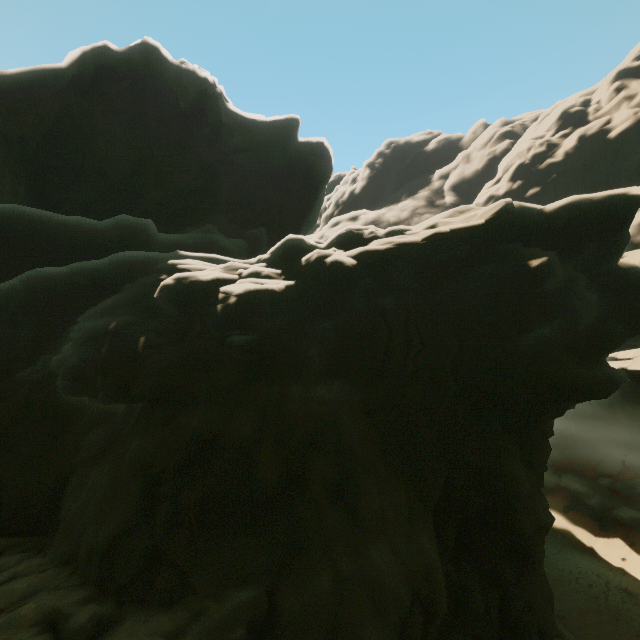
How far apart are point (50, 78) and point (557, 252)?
42.6 meters
